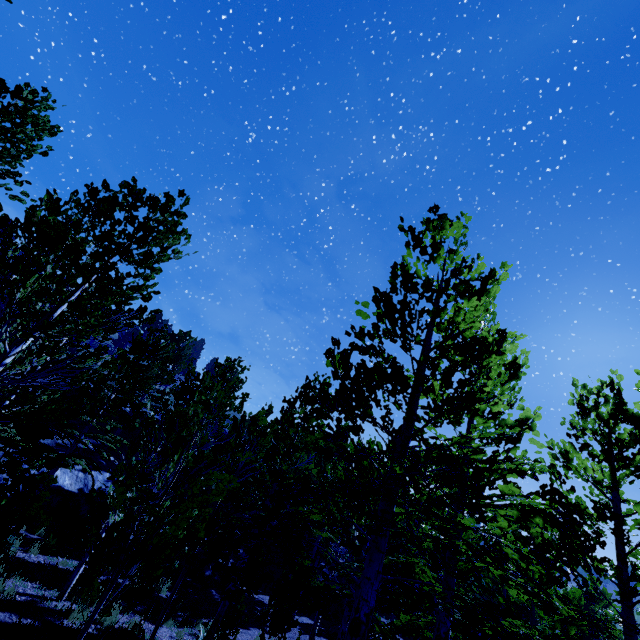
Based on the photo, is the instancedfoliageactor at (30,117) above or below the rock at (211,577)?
above

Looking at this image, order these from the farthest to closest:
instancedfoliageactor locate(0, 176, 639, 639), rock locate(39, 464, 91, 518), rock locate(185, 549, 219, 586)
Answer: rock locate(185, 549, 219, 586) → rock locate(39, 464, 91, 518) → instancedfoliageactor locate(0, 176, 639, 639)

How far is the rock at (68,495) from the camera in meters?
14.9

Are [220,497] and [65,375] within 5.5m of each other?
yes

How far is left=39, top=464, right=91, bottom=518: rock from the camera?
14.94m

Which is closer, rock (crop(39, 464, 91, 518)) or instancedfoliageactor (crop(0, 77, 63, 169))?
instancedfoliageactor (crop(0, 77, 63, 169))
